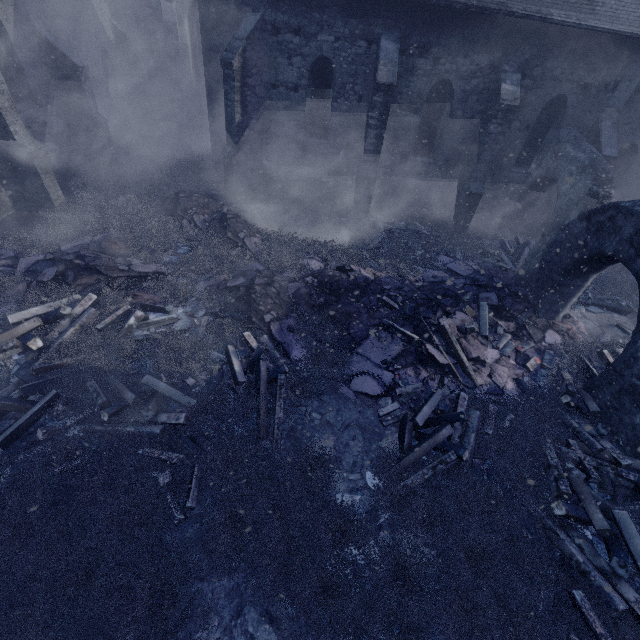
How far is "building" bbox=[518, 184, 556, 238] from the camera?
13.8 meters

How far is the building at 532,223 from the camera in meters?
13.8

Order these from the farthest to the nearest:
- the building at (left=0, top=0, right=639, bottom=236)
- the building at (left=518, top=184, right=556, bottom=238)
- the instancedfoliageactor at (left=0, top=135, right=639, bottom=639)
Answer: the building at (left=518, top=184, right=556, bottom=238) → the building at (left=0, top=0, right=639, bottom=236) → the instancedfoliageactor at (left=0, top=135, right=639, bottom=639)

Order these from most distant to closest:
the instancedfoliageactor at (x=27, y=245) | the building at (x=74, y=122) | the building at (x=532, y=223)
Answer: the building at (x=532, y=223)
the building at (x=74, y=122)
the instancedfoliageactor at (x=27, y=245)

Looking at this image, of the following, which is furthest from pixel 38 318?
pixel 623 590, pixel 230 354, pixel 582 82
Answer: pixel 582 82

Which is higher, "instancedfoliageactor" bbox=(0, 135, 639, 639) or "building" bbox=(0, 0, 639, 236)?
"building" bbox=(0, 0, 639, 236)

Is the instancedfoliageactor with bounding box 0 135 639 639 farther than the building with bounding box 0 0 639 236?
No
